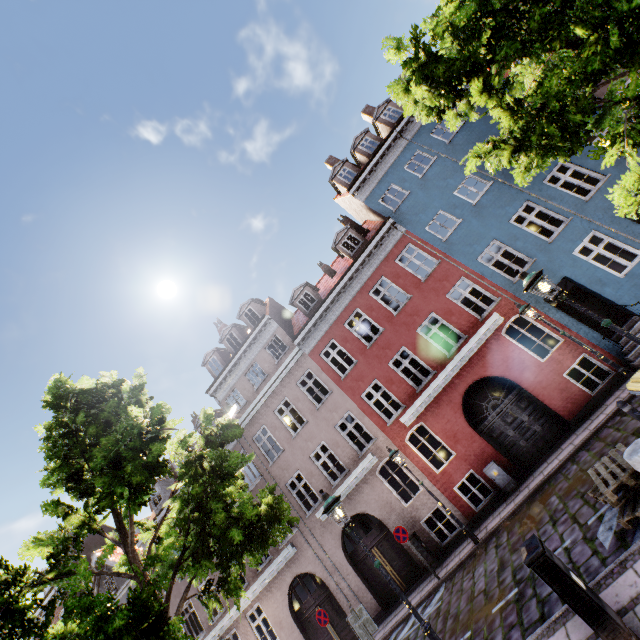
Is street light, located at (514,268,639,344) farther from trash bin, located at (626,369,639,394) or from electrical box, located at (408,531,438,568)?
electrical box, located at (408,531,438,568)

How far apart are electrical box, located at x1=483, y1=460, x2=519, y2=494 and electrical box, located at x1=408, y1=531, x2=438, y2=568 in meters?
3.8

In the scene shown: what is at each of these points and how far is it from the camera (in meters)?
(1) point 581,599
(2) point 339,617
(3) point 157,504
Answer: (1) electrical box, 3.79
(2) building, 14.01
(3) building, 20.41

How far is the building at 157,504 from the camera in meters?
19.0 m

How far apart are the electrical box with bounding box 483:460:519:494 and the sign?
3.6 meters

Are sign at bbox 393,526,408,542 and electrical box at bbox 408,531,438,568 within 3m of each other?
yes

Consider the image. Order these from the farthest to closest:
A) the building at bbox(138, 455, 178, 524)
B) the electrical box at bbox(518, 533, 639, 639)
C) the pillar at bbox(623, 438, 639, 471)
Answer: the building at bbox(138, 455, 178, 524)
the pillar at bbox(623, 438, 639, 471)
the electrical box at bbox(518, 533, 639, 639)

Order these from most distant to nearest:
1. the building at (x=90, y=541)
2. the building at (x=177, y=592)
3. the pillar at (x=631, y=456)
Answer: the building at (x=90, y=541) → the building at (x=177, y=592) → the pillar at (x=631, y=456)
